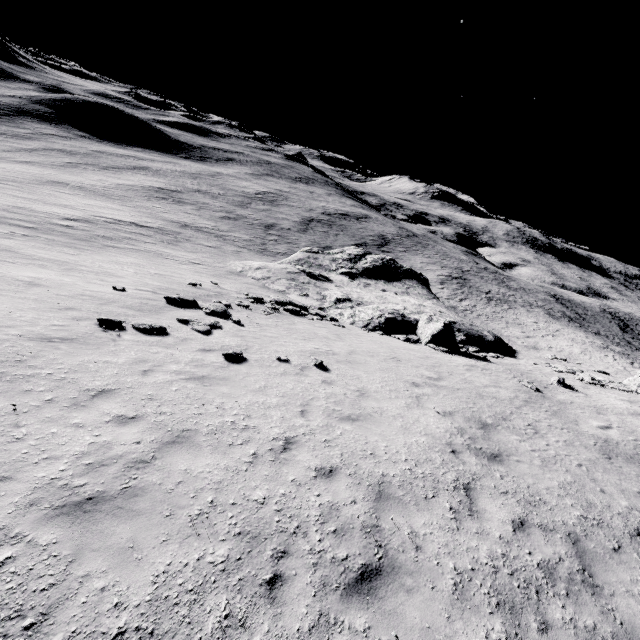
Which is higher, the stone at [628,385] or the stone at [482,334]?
the stone at [628,385]

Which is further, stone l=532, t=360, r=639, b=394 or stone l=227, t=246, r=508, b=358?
stone l=227, t=246, r=508, b=358

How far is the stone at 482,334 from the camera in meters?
22.4

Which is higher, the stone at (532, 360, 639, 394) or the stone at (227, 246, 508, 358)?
the stone at (532, 360, 639, 394)

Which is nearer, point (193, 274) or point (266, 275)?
point (193, 274)

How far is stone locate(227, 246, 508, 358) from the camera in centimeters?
2238cm
